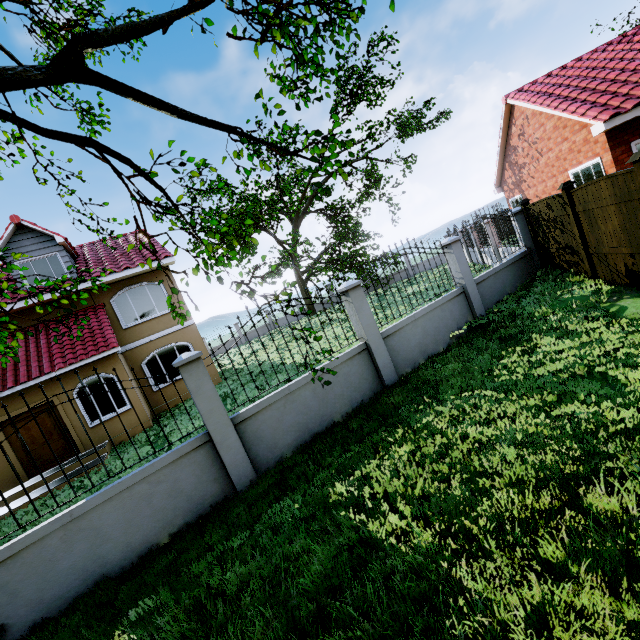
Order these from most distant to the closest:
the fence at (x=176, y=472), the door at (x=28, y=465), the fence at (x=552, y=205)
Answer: the door at (x=28, y=465) → the fence at (x=552, y=205) → the fence at (x=176, y=472)

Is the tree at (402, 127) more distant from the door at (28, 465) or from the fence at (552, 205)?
the door at (28, 465)

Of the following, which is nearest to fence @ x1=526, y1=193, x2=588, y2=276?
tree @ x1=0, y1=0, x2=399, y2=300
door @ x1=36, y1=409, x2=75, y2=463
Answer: tree @ x1=0, y1=0, x2=399, y2=300

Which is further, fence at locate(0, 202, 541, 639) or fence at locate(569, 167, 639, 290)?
fence at locate(569, 167, 639, 290)

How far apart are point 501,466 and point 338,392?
3.5 meters

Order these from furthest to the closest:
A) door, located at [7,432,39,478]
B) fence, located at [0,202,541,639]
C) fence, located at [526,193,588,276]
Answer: door, located at [7,432,39,478]
fence, located at [526,193,588,276]
fence, located at [0,202,541,639]

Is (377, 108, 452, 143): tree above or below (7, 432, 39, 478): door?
above
